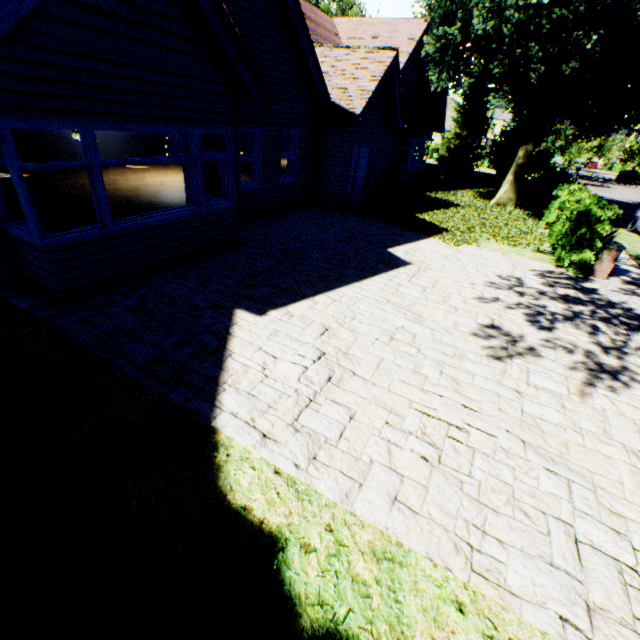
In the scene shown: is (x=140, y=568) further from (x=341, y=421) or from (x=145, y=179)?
(x=145, y=179)

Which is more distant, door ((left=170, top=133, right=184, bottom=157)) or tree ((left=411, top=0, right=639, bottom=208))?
door ((left=170, top=133, right=184, bottom=157))

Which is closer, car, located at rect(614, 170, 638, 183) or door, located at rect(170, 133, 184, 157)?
door, located at rect(170, 133, 184, 157)

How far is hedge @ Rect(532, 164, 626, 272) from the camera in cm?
866

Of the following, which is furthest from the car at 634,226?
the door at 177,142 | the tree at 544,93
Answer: the door at 177,142

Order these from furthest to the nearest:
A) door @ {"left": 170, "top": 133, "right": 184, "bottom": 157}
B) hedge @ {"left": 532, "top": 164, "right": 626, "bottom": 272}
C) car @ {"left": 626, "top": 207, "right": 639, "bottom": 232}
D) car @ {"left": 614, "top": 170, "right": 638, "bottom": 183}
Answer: car @ {"left": 614, "top": 170, "right": 638, "bottom": 183} → door @ {"left": 170, "top": 133, "right": 184, "bottom": 157} → car @ {"left": 626, "top": 207, "right": 639, "bottom": 232} → hedge @ {"left": 532, "top": 164, "right": 626, "bottom": 272}

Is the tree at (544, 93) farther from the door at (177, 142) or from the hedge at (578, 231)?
the door at (177, 142)

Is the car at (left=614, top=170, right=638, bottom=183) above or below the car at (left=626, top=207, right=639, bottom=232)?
above
